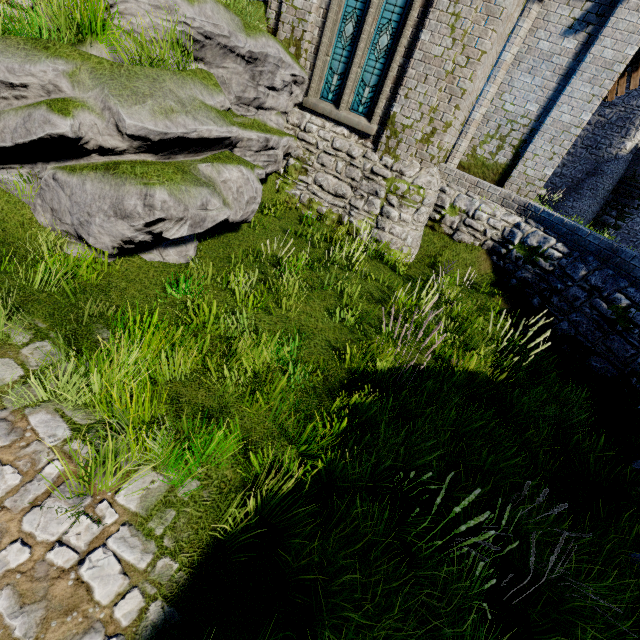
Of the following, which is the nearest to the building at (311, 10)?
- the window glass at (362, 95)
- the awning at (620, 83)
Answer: the awning at (620, 83)

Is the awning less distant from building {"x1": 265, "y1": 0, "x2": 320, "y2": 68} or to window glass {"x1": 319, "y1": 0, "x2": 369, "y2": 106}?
building {"x1": 265, "y1": 0, "x2": 320, "y2": 68}

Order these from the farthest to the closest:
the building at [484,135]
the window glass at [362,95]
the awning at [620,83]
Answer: the awning at [620,83] < the building at [484,135] < the window glass at [362,95]

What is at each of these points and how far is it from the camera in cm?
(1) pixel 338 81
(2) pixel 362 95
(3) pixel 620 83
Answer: (1) window glass, 891
(2) window glass, 879
(3) awning, 1094

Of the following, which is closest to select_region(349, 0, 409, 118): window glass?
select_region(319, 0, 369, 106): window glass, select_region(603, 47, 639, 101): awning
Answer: select_region(319, 0, 369, 106): window glass

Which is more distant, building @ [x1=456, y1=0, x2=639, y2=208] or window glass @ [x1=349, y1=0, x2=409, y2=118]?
building @ [x1=456, y1=0, x2=639, y2=208]

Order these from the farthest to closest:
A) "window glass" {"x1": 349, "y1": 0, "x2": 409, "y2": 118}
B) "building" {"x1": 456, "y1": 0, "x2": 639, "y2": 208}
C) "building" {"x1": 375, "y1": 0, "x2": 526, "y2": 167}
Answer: "building" {"x1": 456, "y1": 0, "x2": 639, "y2": 208} → "window glass" {"x1": 349, "y1": 0, "x2": 409, "y2": 118} → "building" {"x1": 375, "y1": 0, "x2": 526, "y2": 167}

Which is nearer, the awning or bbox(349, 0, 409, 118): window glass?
bbox(349, 0, 409, 118): window glass
